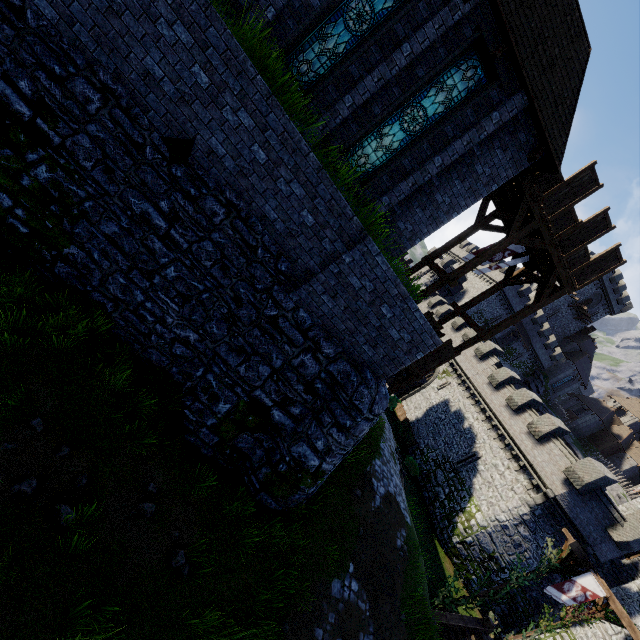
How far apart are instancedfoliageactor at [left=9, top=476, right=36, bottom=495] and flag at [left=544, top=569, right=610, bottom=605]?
19.1 meters

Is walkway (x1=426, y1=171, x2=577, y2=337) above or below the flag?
above

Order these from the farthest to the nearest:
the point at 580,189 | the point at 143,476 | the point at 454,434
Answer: the point at 454,434 → the point at 580,189 → the point at 143,476

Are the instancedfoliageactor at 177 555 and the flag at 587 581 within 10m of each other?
no

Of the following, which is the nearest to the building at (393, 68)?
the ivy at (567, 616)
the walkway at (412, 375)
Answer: the walkway at (412, 375)

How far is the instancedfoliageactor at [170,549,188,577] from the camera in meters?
6.1

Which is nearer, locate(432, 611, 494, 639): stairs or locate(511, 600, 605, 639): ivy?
locate(432, 611, 494, 639): stairs

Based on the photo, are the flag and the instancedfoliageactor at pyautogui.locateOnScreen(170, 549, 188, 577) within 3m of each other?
no
